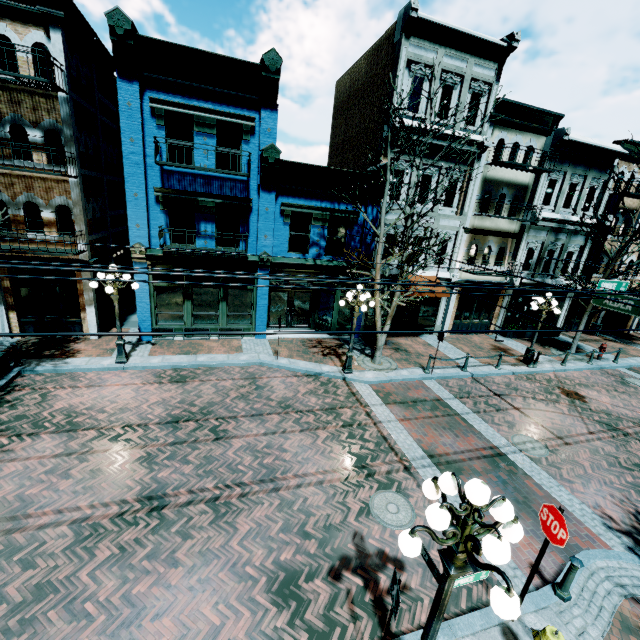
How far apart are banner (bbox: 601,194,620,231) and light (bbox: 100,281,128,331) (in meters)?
25.00

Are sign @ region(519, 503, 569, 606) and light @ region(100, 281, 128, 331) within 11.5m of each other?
no

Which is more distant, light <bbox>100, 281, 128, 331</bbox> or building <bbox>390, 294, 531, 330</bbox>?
building <bbox>390, 294, 531, 330</bbox>

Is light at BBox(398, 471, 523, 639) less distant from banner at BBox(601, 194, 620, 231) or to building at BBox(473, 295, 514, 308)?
building at BBox(473, 295, 514, 308)

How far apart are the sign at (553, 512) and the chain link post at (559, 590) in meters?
1.2

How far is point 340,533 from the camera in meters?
6.7

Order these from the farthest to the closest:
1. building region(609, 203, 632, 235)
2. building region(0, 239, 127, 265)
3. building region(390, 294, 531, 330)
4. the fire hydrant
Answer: building region(609, 203, 632, 235) < building region(390, 294, 531, 330) < building region(0, 239, 127, 265) < the fire hydrant

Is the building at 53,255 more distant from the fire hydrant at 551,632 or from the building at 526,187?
the fire hydrant at 551,632
